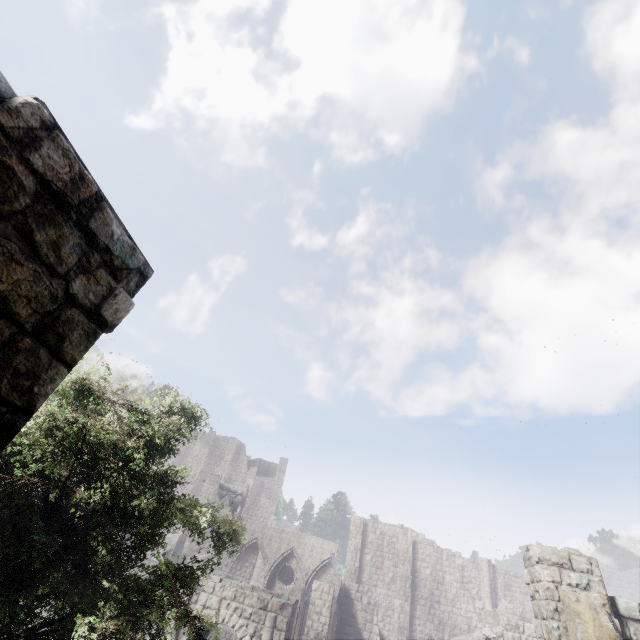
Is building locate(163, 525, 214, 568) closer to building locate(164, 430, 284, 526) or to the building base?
building locate(164, 430, 284, 526)

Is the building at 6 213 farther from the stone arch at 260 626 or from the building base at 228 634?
Result: the building base at 228 634

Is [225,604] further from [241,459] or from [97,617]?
[241,459]

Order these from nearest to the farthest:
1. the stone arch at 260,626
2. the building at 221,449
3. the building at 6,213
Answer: the building at 6,213
the stone arch at 260,626
the building at 221,449

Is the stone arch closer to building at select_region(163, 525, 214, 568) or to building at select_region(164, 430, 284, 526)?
building at select_region(163, 525, 214, 568)

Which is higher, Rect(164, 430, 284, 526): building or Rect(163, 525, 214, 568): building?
Rect(164, 430, 284, 526): building

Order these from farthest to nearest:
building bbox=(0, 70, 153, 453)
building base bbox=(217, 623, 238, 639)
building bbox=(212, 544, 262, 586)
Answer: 1. building bbox=(212, 544, 262, 586)
2. building base bbox=(217, 623, 238, 639)
3. building bbox=(0, 70, 153, 453)

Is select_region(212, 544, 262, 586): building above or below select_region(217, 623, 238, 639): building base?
above
